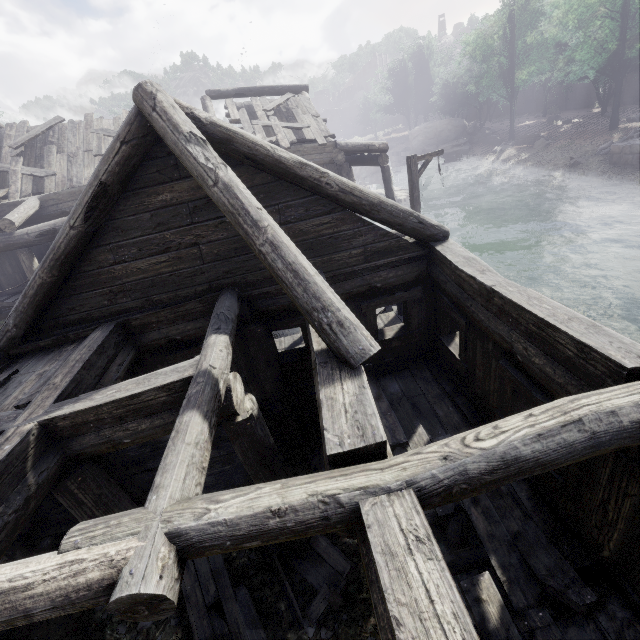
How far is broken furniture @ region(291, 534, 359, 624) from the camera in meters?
5.4

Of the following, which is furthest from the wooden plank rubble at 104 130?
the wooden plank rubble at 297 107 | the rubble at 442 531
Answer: the rubble at 442 531

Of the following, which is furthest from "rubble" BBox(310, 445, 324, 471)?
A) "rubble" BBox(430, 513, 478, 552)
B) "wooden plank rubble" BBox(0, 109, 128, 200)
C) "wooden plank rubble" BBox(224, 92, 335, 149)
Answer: "wooden plank rubble" BBox(0, 109, 128, 200)

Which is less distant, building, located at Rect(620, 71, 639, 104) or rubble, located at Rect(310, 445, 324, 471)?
rubble, located at Rect(310, 445, 324, 471)

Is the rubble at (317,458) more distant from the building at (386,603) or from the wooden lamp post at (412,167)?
the wooden lamp post at (412,167)

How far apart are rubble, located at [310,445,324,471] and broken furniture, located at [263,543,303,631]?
1.2 meters

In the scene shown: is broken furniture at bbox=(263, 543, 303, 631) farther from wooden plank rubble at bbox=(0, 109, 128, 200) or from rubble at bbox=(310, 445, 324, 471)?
wooden plank rubble at bbox=(0, 109, 128, 200)

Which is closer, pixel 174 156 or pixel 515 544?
pixel 515 544
